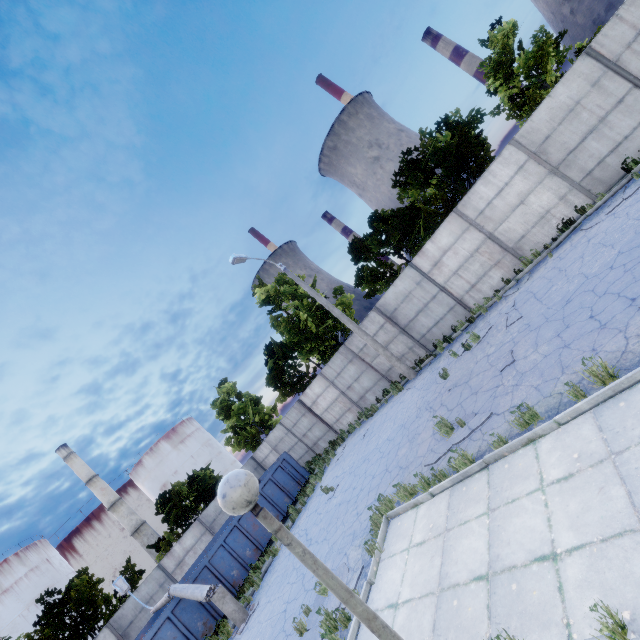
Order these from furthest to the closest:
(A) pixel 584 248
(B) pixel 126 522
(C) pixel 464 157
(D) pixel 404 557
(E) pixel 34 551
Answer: (B) pixel 126 522
(E) pixel 34 551
(C) pixel 464 157
(A) pixel 584 248
(D) pixel 404 557

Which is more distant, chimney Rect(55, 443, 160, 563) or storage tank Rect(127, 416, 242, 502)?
storage tank Rect(127, 416, 242, 502)

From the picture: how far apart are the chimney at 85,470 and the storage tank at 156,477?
5.8m

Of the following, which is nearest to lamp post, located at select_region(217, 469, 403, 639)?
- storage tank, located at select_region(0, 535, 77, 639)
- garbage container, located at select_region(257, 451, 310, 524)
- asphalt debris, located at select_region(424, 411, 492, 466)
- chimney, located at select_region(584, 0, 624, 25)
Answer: asphalt debris, located at select_region(424, 411, 492, 466)

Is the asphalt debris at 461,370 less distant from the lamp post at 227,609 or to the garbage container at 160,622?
the lamp post at 227,609

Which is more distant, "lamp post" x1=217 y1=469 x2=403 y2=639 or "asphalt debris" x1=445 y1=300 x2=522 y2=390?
"asphalt debris" x1=445 y1=300 x2=522 y2=390

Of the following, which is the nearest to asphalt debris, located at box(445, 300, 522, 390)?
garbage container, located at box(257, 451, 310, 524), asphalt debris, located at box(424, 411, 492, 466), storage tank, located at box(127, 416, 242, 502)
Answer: asphalt debris, located at box(424, 411, 492, 466)

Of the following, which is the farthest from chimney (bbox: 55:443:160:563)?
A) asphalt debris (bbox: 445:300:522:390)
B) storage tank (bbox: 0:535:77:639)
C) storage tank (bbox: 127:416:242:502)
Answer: asphalt debris (bbox: 445:300:522:390)
